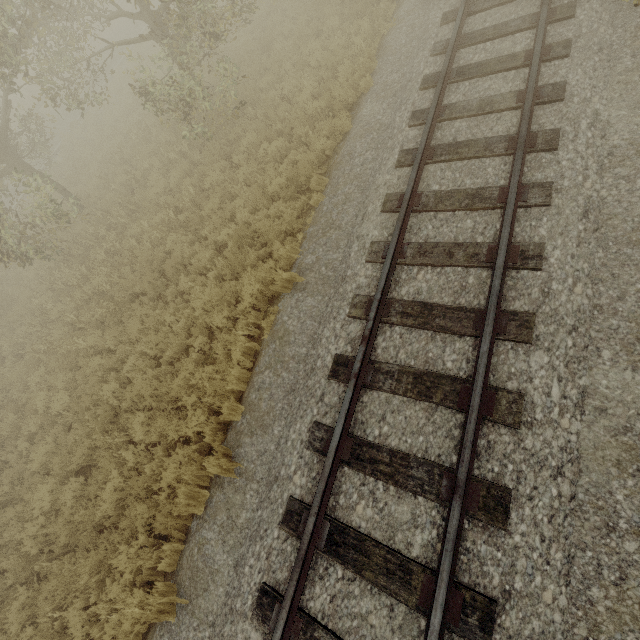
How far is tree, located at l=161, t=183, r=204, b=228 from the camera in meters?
9.1 m

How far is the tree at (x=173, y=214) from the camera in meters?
9.1 m

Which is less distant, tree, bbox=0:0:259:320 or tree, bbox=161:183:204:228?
tree, bbox=0:0:259:320

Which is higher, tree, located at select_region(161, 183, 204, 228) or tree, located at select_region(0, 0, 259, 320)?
tree, located at select_region(0, 0, 259, 320)

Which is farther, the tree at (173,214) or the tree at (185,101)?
the tree at (173,214)

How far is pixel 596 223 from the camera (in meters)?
4.28
